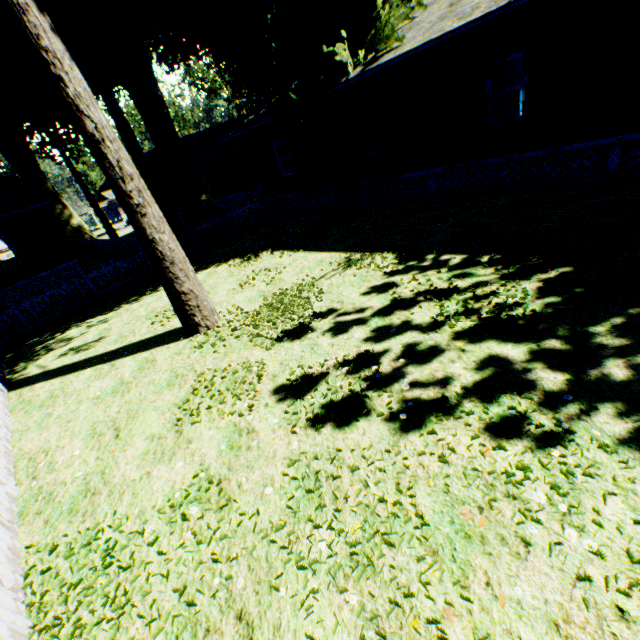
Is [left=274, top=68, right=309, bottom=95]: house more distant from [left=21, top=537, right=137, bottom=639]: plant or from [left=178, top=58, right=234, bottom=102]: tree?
[left=178, top=58, right=234, bottom=102]: tree

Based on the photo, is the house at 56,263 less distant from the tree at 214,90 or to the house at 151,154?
the house at 151,154

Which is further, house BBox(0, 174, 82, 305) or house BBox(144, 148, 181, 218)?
house BBox(144, 148, 181, 218)

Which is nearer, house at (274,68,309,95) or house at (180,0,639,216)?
house at (180,0,639,216)

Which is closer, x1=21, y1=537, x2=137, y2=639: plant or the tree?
x1=21, y1=537, x2=137, y2=639: plant

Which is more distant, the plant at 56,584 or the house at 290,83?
the house at 290,83

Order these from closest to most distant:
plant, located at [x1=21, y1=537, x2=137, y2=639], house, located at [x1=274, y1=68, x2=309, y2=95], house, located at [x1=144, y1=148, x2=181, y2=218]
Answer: plant, located at [x1=21, y1=537, x2=137, y2=639] → house, located at [x1=274, y1=68, x2=309, y2=95] → house, located at [x1=144, y1=148, x2=181, y2=218]

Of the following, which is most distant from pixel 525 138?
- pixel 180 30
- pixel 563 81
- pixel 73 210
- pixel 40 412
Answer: pixel 73 210
